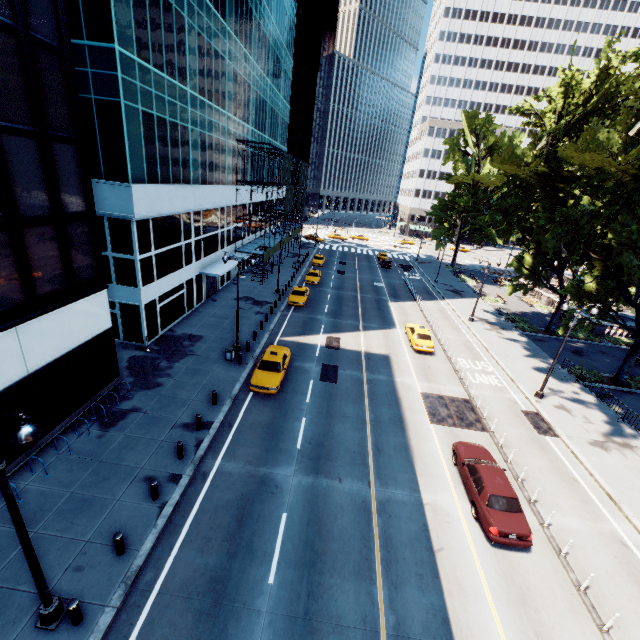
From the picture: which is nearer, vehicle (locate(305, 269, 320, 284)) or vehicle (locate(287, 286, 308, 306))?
vehicle (locate(287, 286, 308, 306))

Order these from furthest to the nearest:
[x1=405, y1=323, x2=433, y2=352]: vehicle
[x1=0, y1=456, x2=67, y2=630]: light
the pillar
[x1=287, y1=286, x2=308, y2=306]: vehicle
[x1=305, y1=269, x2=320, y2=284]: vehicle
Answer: [x1=305, y1=269, x2=320, y2=284]: vehicle
[x1=287, y1=286, x2=308, y2=306]: vehicle
[x1=405, y1=323, x2=433, y2=352]: vehicle
the pillar
[x1=0, y1=456, x2=67, y2=630]: light

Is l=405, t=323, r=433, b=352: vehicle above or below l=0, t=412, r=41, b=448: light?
below

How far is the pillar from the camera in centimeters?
887cm

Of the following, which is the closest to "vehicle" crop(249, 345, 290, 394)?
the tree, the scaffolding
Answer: the scaffolding

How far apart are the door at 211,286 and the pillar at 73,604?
26.55m

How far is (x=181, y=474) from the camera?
14.07m

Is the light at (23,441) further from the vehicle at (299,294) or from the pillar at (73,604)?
the vehicle at (299,294)
